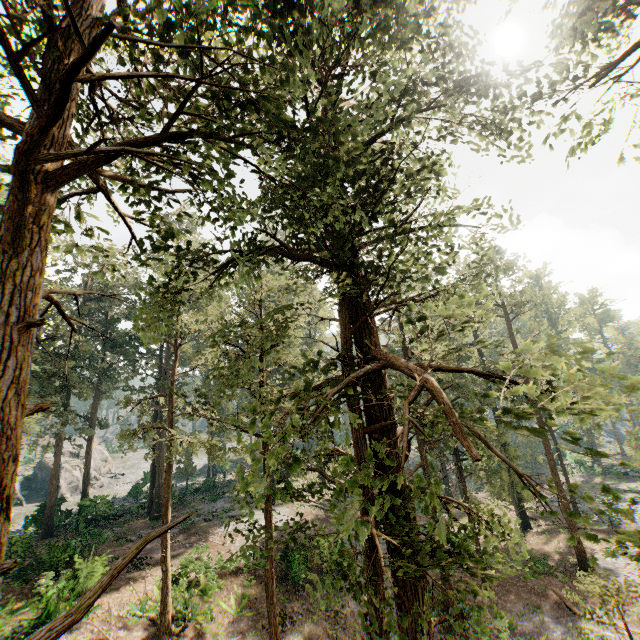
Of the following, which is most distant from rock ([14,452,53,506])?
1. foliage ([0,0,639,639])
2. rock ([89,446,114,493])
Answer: rock ([89,446,114,493])

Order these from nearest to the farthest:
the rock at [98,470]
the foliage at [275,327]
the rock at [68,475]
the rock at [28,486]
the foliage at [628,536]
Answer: the foliage at [628,536] → the foliage at [275,327] → the rock at [28,486] → the rock at [68,475] → the rock at [98,470]

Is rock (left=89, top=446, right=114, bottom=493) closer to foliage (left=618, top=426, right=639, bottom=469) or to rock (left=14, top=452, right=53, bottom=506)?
rock (left=14, top=452, right=53, bottom=506)

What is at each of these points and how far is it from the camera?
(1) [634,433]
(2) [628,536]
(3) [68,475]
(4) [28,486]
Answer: (1) foliage, 40.16m
(2) foliage, 3.56m
(3) rock, 46.72m
(4) rock, 47.81m

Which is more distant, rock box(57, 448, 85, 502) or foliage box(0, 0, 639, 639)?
rock box(57, 448, 85, 502)

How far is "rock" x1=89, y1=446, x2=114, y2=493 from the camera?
48.3 meters

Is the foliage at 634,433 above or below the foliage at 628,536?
below
